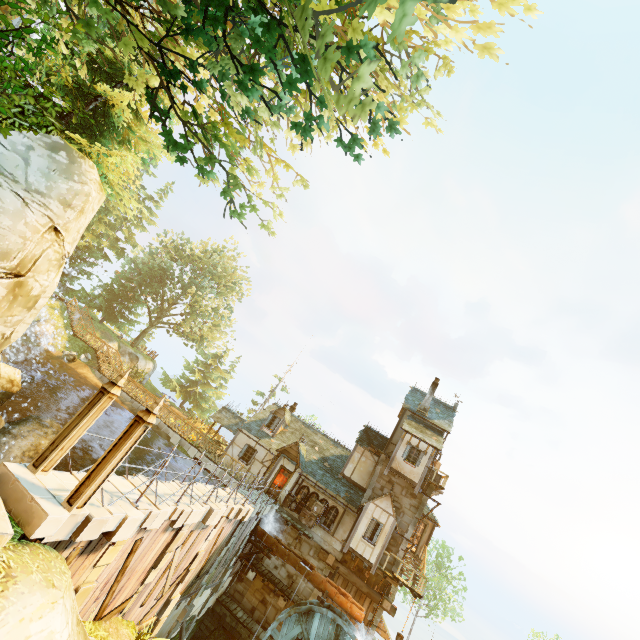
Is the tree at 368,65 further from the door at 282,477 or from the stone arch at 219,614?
the door at 282,477

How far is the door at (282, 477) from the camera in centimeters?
2381cm

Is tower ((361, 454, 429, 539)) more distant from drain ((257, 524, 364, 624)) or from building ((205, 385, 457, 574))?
drain ((257, 524, 364, 624))

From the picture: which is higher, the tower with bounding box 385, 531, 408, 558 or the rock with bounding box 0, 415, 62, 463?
the tower with bounding box 385, 531, 408, 558

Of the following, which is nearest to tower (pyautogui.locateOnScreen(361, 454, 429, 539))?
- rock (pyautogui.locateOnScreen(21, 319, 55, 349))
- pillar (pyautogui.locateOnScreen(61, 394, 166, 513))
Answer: pillar (pyautogui.locateOnScreen(61, 394, 166, 513))

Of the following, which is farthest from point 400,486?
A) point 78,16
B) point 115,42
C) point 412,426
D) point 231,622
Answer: point 78,16

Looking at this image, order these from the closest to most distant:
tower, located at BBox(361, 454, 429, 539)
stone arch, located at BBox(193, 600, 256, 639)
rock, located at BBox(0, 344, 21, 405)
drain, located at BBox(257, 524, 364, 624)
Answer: rock, located at BBox(0, 344, 21, 405) < drain, located at BBox(257, 524, 364, 624) < stone arch, located at BBox(193, 600, 256, 639) < tower, located at BBox(361, 454, 429, 539)

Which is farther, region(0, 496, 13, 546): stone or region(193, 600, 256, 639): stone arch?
region(193, 600, 256, 639): stone arch
